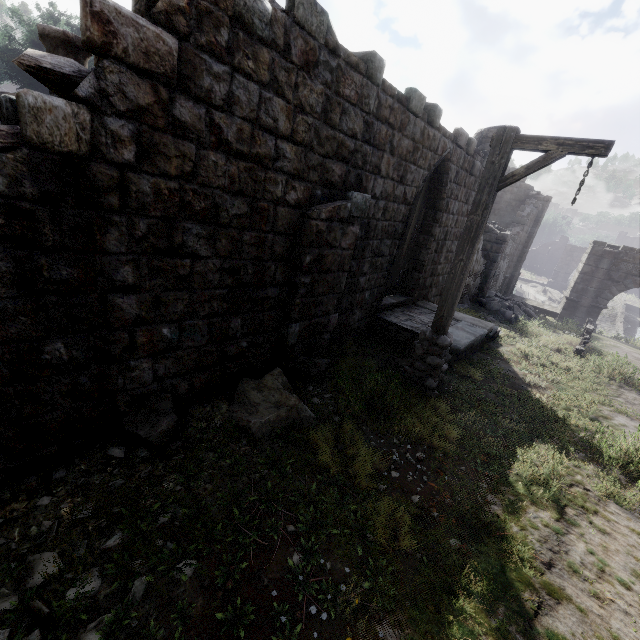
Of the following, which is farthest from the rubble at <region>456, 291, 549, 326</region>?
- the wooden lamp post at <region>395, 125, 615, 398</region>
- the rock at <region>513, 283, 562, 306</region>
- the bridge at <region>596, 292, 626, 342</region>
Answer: the rock at <region>513, 283, 562, 306</region>

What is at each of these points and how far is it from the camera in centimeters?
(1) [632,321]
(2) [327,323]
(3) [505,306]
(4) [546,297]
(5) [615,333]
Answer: (1) rock, 3856cm
(2) building, 642cm
(3) rubble, 1596cm
(4) rock, 4228cm
(5) bridge, 2808cm

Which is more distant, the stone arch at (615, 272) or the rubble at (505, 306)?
Answer: the stone arch at (615, 272)

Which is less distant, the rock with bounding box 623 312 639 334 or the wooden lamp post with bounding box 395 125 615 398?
the wooden lamp post with bounding box 395 125 615 398

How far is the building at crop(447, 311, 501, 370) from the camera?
7.7 meters

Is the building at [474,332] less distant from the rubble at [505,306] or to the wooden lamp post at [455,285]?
the rubble at [505,306]

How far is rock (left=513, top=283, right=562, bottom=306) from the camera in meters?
41.0

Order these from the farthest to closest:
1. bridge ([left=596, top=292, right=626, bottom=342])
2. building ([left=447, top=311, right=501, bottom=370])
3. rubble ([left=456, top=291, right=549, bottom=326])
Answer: bridge ([left=596, top=292, right=626, bottom=342]) → rubble ([left=456, top=291, right=549, bottom=326]) → building ([left=447, top=311, right=501, bottom=370])
